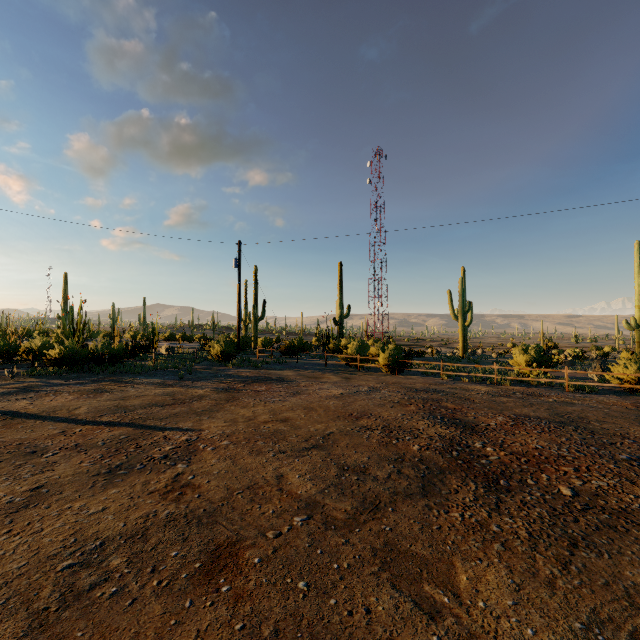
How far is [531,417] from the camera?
7.68m
